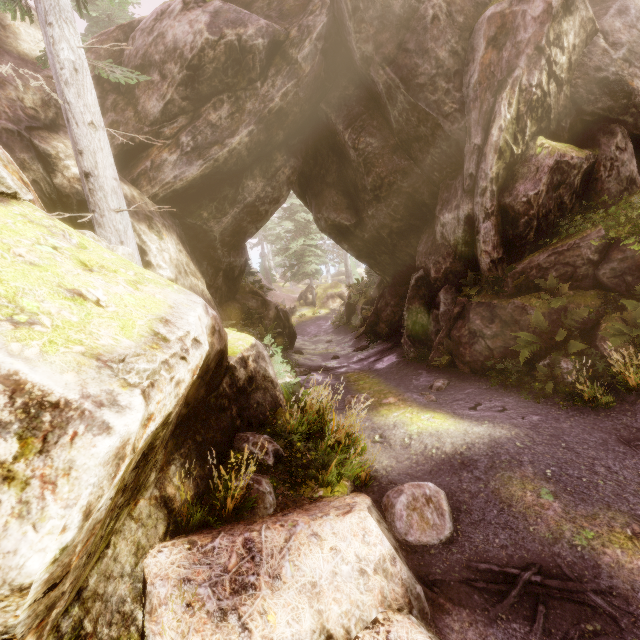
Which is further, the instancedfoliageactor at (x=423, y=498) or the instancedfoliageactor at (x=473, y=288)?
the instancedfoliageactor at (x=473, y=288)

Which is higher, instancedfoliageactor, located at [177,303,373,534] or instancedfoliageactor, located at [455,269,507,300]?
instancedfoliageactor, located at [455,269,507,300]

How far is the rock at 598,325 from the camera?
7.5m

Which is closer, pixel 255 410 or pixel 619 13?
pixel 255 410

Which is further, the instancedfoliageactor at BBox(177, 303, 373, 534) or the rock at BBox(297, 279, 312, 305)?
the rock at BBox(297, 279, 312, 305)

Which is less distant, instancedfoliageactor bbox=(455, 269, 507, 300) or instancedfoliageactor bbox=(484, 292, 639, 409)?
instancedfoliageactor bbox=(484, 292, 639, 409)

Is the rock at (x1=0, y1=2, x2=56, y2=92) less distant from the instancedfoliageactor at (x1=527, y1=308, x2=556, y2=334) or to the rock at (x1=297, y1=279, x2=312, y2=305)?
the instancedfoliageactor at (x1=527, y1=308, x2=556, y2=334)
